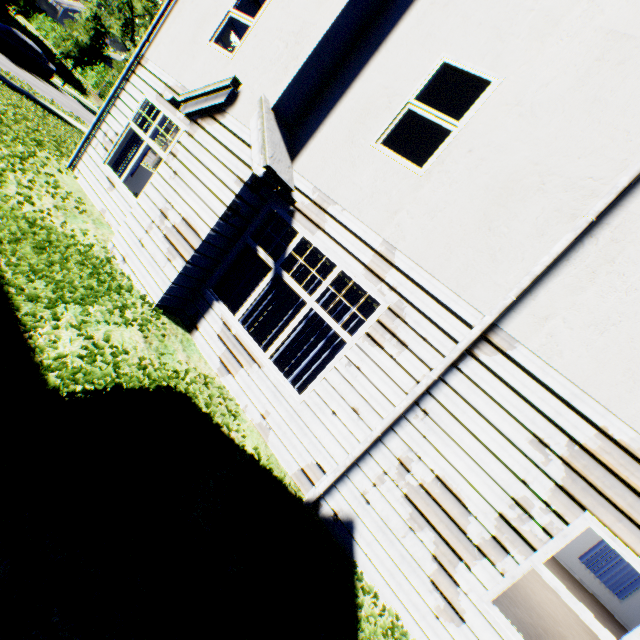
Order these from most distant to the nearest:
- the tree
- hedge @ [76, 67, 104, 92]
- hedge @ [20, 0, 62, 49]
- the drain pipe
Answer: hedge @ [20, 0, 62, 49] → hedge @ [76, 67, 104, 92] → the tree → the drain pipe

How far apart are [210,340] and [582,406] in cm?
534

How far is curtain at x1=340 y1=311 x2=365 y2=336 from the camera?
5.0m

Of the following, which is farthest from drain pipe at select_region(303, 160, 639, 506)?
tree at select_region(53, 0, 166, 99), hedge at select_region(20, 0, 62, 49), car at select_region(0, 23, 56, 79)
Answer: hedge at select_region(20, 0, 62, 49)

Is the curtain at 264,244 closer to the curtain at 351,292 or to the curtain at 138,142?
the curtain at 351,292

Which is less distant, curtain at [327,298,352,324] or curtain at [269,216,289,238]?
curtain at [327,298,352,324]

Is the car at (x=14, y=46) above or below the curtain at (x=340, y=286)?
below

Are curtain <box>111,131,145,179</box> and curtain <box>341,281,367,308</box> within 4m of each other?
no
